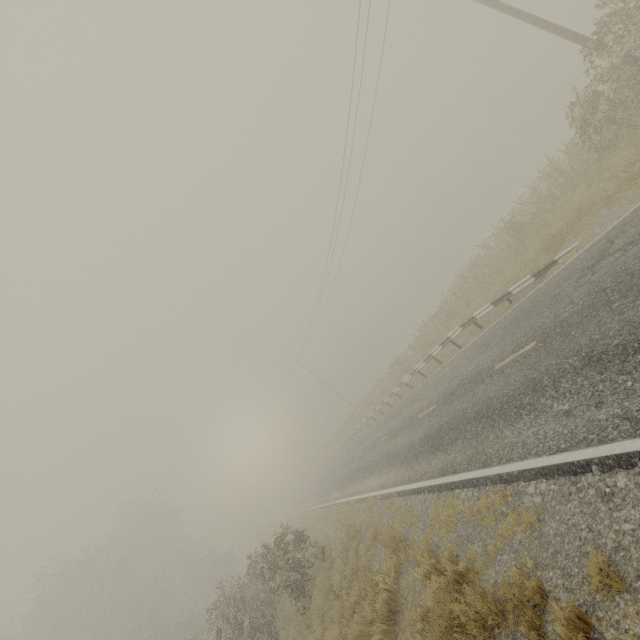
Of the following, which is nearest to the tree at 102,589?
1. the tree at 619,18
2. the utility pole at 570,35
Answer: the tree at 619,18

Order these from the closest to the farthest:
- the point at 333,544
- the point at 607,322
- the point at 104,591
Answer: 1. the point at 607,322
2. the point at 333,544
3. the point at 104,591

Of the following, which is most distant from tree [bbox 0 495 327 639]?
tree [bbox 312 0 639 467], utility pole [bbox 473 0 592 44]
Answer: utility pole [bbox 473 0 592 44]

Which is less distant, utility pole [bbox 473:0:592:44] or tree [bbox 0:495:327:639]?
utility pole [bbox 473:0:592:44]

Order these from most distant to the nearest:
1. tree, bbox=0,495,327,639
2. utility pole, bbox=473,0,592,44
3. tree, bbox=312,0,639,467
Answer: tree, bbox=0,495,327,639 → utility pole, bbox=473,0,592,44 → tree, bbox=312,0,639,467

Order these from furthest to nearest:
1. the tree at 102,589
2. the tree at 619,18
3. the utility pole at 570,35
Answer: the tree at 102,589 → the utility pole at 570,35 → the tree at 619,18

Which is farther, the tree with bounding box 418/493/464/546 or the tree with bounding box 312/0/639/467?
the tree with bounding box 312/0/639/467
